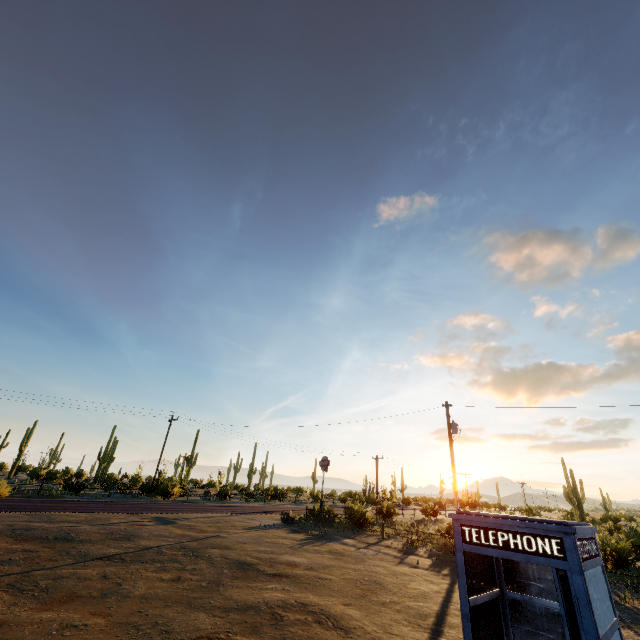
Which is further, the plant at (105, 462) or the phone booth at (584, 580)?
the plant at (105, 462)

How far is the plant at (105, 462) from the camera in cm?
2980

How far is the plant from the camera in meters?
29.8 m

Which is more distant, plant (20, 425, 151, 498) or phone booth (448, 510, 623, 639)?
plant (20, 425, 151, 498)

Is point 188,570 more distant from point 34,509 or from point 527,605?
point 34,509
